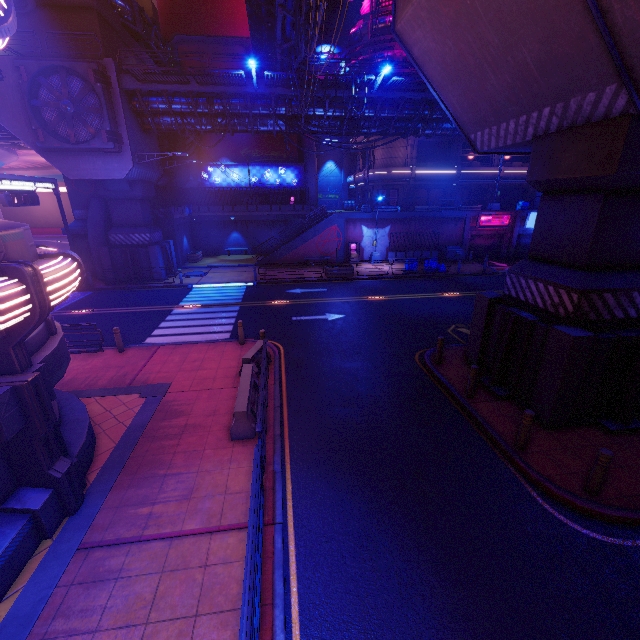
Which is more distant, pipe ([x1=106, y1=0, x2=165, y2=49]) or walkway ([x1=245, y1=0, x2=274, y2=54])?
pipe ([x1=106, y1=0, x2=165, y2=49])

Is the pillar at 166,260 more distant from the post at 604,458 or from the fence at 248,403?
the post at 604,458

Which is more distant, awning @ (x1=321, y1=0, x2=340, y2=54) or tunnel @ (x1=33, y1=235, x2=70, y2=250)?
tunnel @ (x1=33, y1=235, x2=70, y2=250)

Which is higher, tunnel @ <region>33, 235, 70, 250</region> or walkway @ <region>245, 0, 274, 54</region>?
walkway @ <region>245, 0, 274, 54</region>

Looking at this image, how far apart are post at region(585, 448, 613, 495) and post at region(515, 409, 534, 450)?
1.2m

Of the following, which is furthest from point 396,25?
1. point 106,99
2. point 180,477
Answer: point 106,99

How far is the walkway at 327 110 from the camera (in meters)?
20.41

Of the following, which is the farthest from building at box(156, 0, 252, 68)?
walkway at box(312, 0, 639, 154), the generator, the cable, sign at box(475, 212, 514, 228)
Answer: walkway at box(312, 0, 639, 154)
